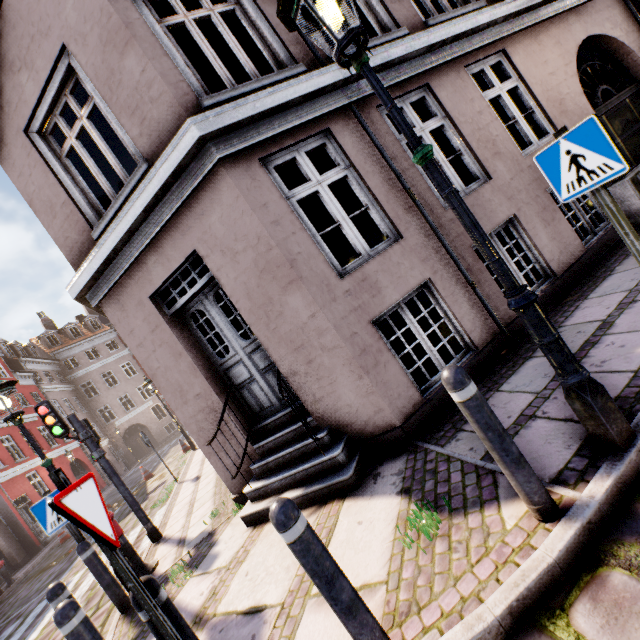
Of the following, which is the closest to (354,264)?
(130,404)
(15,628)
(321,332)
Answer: (321,332)

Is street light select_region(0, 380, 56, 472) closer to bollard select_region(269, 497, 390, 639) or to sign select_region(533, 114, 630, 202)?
sign select_region(533, 114, 630, 202)

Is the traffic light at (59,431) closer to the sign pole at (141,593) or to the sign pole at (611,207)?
the sign pole at (141,593)

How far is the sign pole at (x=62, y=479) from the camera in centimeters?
185cm

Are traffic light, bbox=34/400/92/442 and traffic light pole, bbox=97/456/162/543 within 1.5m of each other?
yes

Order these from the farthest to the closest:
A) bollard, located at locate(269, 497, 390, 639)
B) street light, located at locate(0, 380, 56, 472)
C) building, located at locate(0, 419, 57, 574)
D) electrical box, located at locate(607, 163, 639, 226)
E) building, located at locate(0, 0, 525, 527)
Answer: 1. building, located at locate(0, 419, 57, 574)
2. electrical box, located at locate(607, 163, 639, 226)
3. street light, located at locate(0, 380, 56, 472)
4. building, located at locate(0, 0, 525, 527)
5. bollard, located at locate(269, 497, 390, 639)

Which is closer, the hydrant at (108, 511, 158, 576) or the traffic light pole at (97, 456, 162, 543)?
the hydrant at (108, 511, 158, 576)

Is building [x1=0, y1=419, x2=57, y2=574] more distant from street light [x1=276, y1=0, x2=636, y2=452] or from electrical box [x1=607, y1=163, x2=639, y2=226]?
street light [x1=276, y1=0, x2=636, y2=452]
